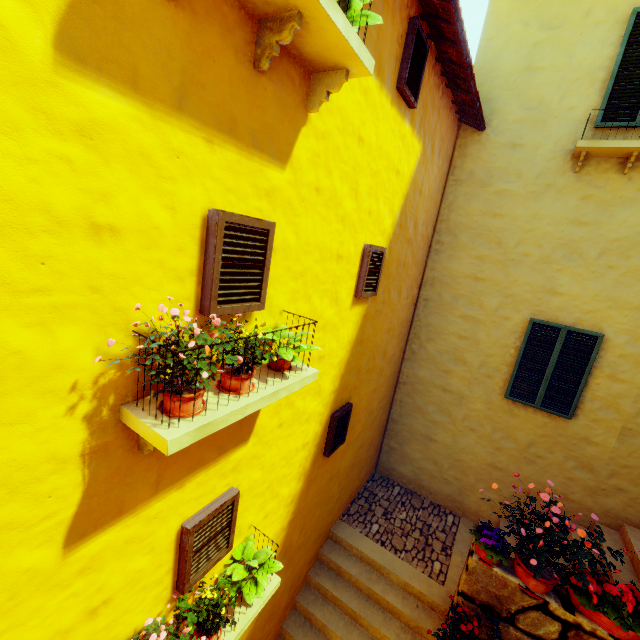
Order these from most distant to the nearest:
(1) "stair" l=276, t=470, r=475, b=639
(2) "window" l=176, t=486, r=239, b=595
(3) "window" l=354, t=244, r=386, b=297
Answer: (1) "stair" l=276, t=470, r=475, b=639, (3) "window" l=354, t=244, r=386, b=297, (2) "window" l=176, t=486, r=239, b=595

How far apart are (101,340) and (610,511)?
8.4 meters

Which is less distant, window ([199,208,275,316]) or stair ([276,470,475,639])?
window ([199,208,275,316])

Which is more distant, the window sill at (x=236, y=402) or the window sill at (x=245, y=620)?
the window sill at (x=245, y=620)

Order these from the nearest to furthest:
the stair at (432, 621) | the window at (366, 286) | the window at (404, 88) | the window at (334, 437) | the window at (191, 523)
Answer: the window at (191, 523), the window at (404, 88), the window at (366, 286), the window at (334, 437), the stair at (432, 621)

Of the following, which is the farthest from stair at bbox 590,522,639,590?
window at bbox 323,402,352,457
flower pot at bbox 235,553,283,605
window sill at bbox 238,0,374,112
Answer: window sill at bbox 238,0,374,112

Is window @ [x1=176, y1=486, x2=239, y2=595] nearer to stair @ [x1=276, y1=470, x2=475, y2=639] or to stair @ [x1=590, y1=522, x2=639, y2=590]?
stair @ [x1=276, y1=470, x2=475, y2=639]

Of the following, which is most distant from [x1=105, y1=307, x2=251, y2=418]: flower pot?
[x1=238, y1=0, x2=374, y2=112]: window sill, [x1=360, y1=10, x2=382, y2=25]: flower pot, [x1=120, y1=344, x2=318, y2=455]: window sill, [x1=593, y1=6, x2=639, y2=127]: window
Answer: [x1=593, y1=6, x2=639, y2=127]: window
